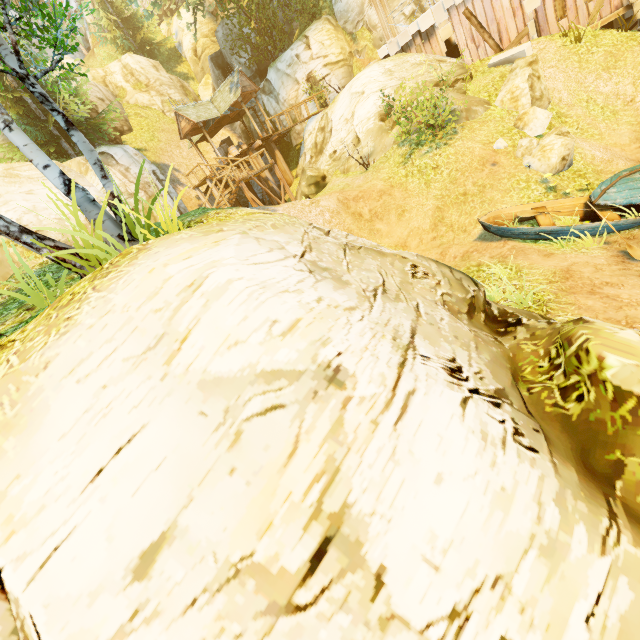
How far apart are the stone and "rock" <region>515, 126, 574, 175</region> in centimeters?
602cm

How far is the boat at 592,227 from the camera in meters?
8.2

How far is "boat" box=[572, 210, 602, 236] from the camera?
8.2m

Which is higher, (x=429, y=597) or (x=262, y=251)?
(x=262, y=251)

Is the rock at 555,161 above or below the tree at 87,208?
below

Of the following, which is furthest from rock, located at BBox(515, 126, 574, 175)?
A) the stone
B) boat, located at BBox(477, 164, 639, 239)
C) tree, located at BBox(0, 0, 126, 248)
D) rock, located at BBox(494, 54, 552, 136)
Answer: tree, located at BBox(0, 0, 126, 248)

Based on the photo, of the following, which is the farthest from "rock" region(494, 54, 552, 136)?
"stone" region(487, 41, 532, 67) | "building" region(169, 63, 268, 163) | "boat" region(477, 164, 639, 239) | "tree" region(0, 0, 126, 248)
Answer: "building" region(169, 63, 268, 163)

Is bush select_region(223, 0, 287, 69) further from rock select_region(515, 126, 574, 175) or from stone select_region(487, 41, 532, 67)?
rock select_region(515, 126, 574, 175)
